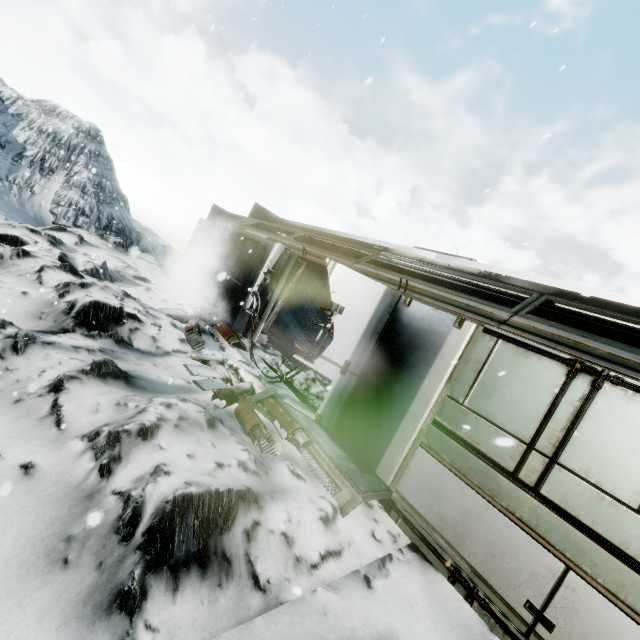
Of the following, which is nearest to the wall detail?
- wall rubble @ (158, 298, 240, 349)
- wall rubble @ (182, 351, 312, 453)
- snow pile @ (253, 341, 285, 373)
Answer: snow pile @ (253, 341, 285, 373)

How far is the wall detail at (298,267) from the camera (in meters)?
8.49

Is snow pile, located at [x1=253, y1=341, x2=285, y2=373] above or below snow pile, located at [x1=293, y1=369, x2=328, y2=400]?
below

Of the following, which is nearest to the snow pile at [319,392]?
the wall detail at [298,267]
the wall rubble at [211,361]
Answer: the wall detail at [298,267]

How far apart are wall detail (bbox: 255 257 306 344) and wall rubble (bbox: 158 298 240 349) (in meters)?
0.64

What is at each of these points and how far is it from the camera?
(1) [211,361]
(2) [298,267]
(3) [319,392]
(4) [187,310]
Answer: (1) wall rubble, 6.30m
(2) wall detail, 8.46m
(3) snow pile, 7.14m
(4) wall rubble, 9.19m

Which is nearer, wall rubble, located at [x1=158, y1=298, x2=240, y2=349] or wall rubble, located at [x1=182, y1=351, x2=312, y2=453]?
wall rubble, located at [x1=182, y1=351, x2=312, y2=453]

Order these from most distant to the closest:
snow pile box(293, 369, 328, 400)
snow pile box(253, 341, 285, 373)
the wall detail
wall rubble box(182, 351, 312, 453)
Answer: the wall detail < snow pile box(253, 341, 285, 373) < snow pile box(293, 369, 328, 400) < wall rubble box(182, 351, 312, 453)
